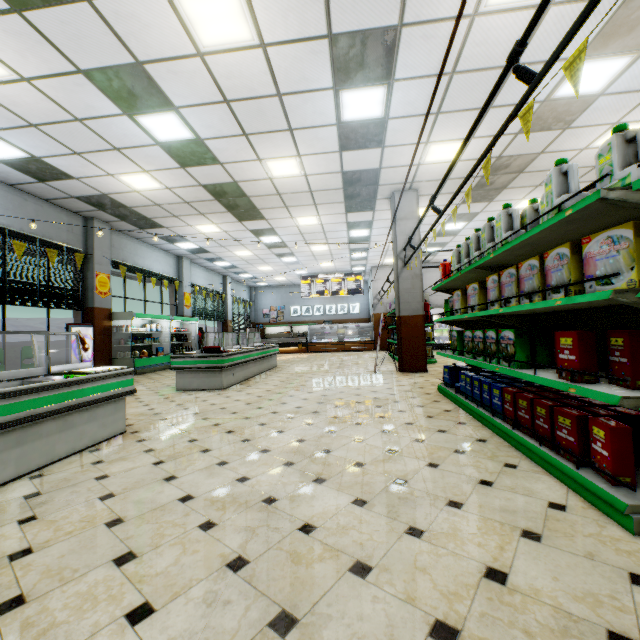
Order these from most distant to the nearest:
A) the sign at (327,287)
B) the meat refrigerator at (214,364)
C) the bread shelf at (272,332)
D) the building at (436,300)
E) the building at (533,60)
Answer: the bread shelf at (272,332) < the sign at (327,287) < the building at (436,300) < the meat refrigerator at (214,364) < the building at (533,60)

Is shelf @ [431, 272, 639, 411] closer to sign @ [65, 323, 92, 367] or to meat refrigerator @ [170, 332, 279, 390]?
meat refrigerator @ [170, 332, 279, 390]

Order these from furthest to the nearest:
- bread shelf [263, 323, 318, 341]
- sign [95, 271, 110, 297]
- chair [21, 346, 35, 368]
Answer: bread shelf [263, 323, 318, 341] → sign [95, 271, 110, 297] → chair [21, 346, 35, 368]

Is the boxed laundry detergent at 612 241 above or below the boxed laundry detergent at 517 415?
above

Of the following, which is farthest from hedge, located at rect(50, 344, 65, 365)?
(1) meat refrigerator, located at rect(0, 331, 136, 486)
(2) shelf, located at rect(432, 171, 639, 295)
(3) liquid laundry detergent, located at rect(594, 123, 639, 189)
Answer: (3) liquid laundry detergent, located at rect(594, 123, 639, 189)

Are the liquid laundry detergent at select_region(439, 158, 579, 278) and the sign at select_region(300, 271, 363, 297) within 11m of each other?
no

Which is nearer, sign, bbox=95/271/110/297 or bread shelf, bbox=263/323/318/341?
sign, bbox=95/271/110/297

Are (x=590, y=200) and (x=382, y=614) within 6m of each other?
yes
